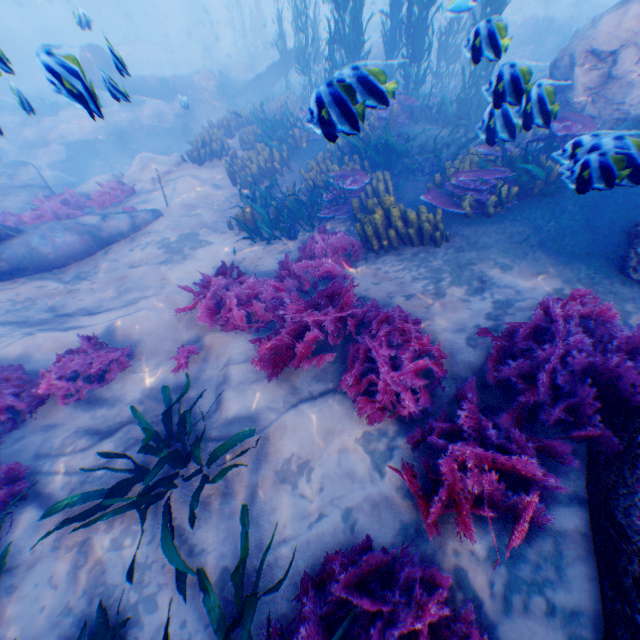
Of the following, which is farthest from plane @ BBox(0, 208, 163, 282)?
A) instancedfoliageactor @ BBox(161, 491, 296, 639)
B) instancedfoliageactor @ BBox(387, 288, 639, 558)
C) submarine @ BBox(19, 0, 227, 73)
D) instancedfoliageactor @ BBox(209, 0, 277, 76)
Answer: submarine @ BBox(19, 0, 227, 73)

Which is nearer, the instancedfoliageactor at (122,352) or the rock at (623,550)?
the rock at (623,550)

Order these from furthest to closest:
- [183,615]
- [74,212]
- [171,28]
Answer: [171,28] < [74,212] < [183,615]

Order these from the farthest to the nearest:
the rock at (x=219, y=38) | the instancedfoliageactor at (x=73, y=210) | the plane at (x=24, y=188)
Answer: the rock at (x=219, y=38) → the plane at (x=24, y=188) → the instancedfoliageactor at (x=73, y=210)

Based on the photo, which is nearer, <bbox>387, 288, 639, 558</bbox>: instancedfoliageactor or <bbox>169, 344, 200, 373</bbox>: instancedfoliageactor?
<bbox>387, 288, 639, 558</bbox>: instancedfoliageactor

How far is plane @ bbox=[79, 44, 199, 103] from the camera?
3.9m

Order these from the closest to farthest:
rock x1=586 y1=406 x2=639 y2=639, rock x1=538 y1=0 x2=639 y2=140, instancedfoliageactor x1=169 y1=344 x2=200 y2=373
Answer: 1. rock x1=586 y1=406 x2=639 y2=639
2. instancedfoliageactor x1=169 y1=344 x2=200 y2=373
3. rock x1=538 y1=0 x2=639 y2=140

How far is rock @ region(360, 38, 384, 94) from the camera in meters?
3.3 m
